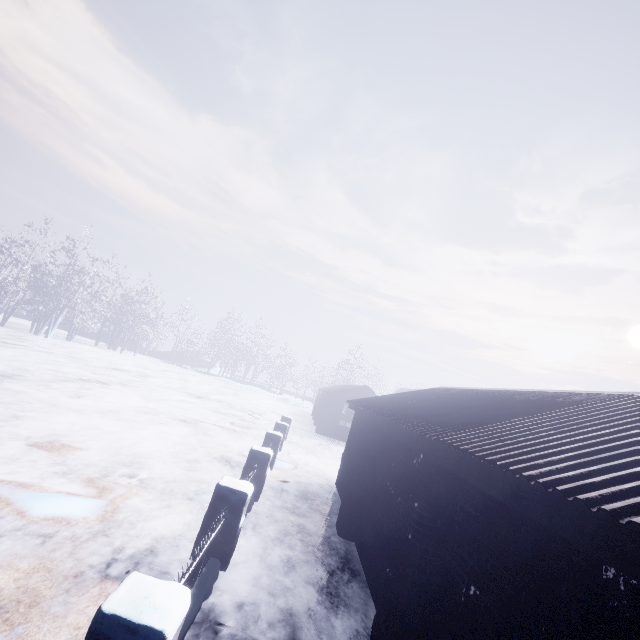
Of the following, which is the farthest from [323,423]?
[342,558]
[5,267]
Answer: [5,267]

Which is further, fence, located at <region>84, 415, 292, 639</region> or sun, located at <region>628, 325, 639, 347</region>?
sun, located at <region>628, 325, 639, 347</region>

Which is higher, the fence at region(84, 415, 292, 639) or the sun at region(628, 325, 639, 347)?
the sun at region(628, 325, 639, 347)

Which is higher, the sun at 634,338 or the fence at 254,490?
the sun at 634,338

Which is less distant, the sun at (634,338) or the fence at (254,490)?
the fence at (254,490)
